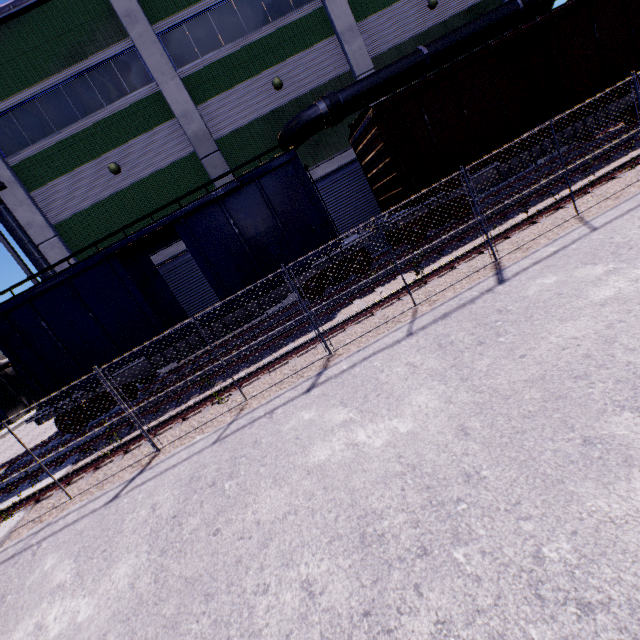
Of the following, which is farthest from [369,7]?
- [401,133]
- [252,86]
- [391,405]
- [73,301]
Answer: [391,405]

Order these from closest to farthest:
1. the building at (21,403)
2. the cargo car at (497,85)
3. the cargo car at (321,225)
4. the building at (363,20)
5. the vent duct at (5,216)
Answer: the cargo car at (321,225)
the cargo car at (497,85)
the building at (363,20)
the vent duct at (5,216)
the building at (21,403)

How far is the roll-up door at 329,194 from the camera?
15.7m

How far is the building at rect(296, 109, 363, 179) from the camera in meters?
15.0 m

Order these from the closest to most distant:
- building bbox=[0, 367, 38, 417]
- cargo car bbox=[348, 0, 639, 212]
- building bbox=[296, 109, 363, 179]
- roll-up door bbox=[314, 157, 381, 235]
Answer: cargo car bbox=[348, 0, 639, 212] → building bbox=[296, 109, 363, 179] → roll-up door bbox=[314, 157, 381, 235] → building bbox=[0, 367, 38, 417]

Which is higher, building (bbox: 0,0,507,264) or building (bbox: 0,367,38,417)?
building (bbox: 0,0,507,264)

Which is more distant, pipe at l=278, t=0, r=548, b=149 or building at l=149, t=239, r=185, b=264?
building at l=149, t=239, r=185, b=264

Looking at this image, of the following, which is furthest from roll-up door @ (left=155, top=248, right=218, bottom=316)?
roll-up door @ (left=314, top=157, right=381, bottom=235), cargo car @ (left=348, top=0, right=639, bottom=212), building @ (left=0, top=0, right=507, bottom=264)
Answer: roll-up door @ (left=314, top=157, right=381, bottom=235)
